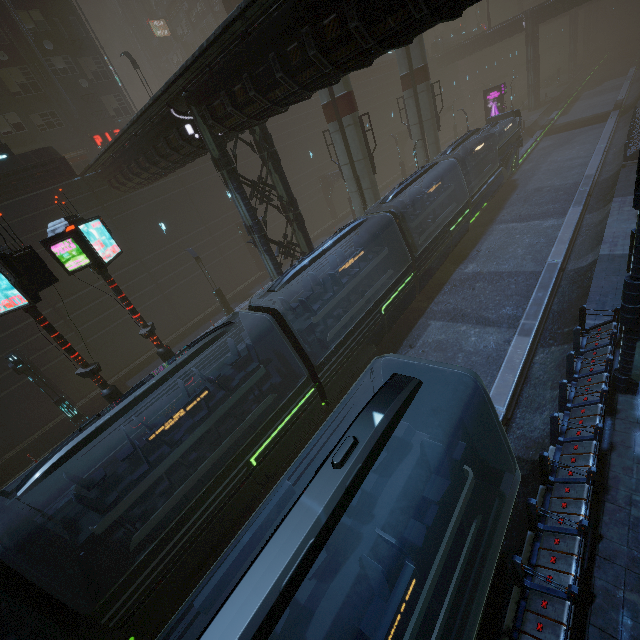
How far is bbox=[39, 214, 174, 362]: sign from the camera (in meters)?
9.94

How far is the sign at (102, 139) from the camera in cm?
2952

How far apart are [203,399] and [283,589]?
6.5m

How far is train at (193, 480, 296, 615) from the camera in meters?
4.3

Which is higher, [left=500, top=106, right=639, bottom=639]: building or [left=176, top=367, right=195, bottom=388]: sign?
[left=176, top=367, right=195, bottom=388]: sign

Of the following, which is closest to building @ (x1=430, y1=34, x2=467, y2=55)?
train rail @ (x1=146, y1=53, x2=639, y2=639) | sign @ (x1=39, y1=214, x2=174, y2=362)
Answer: train rail @ (x1=146, y1=53, x2=639, y2=639)

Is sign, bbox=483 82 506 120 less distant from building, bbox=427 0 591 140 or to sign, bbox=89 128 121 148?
building, bbox=427 0 591 140

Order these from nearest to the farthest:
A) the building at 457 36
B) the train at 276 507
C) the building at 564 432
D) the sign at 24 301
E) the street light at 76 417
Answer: the train at 276 507
the building at 564 432
the sign at 24 301
the street light at 76 417
the building at 457 36
